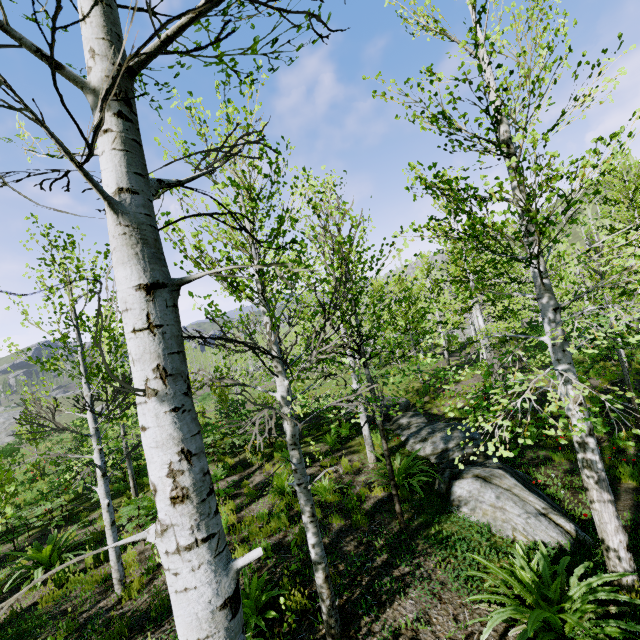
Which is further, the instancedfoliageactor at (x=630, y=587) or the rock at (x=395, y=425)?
the rock at (x=395, y=425)

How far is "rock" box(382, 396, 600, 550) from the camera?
→ 5.34m

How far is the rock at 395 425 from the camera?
5.34m

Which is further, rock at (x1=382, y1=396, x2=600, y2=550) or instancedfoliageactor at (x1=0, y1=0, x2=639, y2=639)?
rock at (x1=382, y1=396, x2=600, y2=550)

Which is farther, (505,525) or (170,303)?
(505,525)
